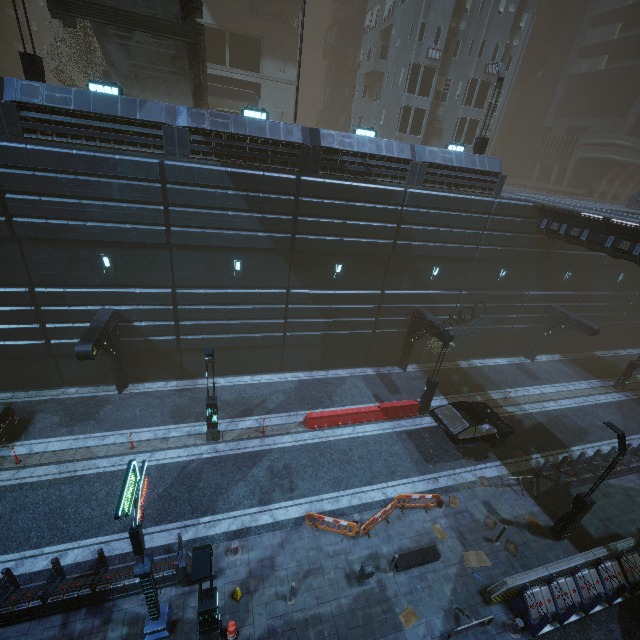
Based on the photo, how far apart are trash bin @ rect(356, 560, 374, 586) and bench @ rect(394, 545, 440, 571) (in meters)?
1.00

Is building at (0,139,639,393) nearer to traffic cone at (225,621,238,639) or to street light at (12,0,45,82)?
street light at (12,0,45,82)

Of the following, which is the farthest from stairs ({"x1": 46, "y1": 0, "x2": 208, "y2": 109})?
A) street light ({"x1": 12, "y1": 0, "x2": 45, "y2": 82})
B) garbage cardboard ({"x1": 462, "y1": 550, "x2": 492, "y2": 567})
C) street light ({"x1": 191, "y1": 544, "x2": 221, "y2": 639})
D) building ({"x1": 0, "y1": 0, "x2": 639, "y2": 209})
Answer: garbage cardboard ({"x1": 462, "y1": 550, "x2": 492, "y2": 567})

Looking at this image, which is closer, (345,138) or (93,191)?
(93,191)

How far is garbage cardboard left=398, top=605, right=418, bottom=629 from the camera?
10.40m

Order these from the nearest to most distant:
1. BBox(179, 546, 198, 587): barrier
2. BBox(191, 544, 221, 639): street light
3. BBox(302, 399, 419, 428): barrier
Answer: BBox(191, 544, 221, 639): street light, BBox(179, 546, 198, 587): barrier, BBox(302, 399, 419, 428): barrier

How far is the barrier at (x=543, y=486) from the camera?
14.98m

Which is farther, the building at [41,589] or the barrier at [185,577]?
the barrier at [185,577]
